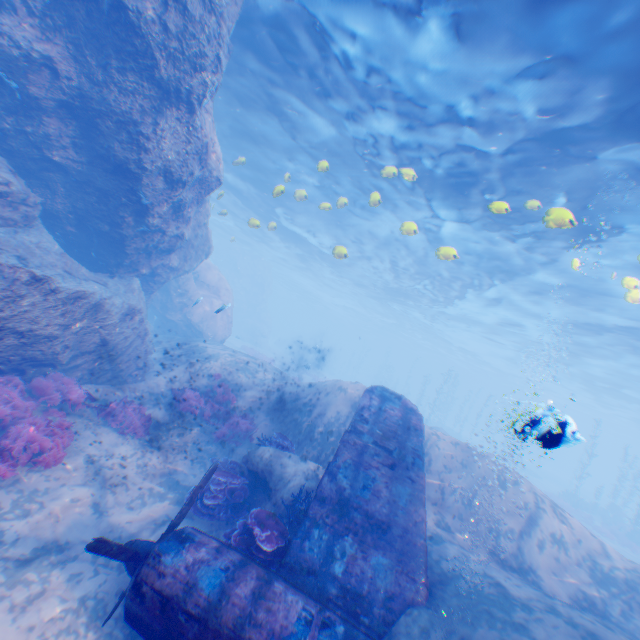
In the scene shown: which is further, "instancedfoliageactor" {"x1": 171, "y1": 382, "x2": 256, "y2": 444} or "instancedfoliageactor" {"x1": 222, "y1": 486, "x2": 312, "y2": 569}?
"instancedfoliageactor" {"x1": 171, "y1": 382, "x2": 256, "y2": 444}

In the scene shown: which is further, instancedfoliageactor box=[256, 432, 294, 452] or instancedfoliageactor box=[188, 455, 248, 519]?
instancedfoliageactor box=[256, 432, 294, 452]

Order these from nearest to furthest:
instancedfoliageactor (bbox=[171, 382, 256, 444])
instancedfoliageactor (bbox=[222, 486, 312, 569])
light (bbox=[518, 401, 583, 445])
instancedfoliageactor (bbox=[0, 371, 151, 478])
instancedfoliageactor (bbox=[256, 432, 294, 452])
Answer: light (bbox=[518, 401, 583, 445])
instancedfoliageactor (bbox=[222, 486, 312, 569])
instancedfoliageactor (bbox=[0, 371, 151, 478])
instancedfoliageactor (bbox=[256, 432, 294, 452])
instancedfoliageactor (bbox=[171, 382, 256, 444])

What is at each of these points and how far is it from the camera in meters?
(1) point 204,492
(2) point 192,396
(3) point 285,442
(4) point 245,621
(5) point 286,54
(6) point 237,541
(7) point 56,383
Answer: (1) instancedfoliageactor, 7.8 m
(2) instancedfoliageactor, 11.7 m
(3) instancedfoliageactor, 9.9 m
(4) plane, 4.2 m
(5) light, 10.7 m
(6) instancedfoliageactor, 5.9 m
(7) instancedfoliageactor, 8.4 m

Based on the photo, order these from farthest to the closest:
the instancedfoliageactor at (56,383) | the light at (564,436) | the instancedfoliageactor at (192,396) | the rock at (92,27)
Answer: the instancedfoliageactor at (192,396) → the rock at (92,27) → the instancedfoliageactor at (56,383) → the light at (564,436)

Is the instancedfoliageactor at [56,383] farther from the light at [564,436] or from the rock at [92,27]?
the light at [564,436]

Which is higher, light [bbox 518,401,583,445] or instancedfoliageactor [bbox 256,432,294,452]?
light [bbox 518,401,583,445]

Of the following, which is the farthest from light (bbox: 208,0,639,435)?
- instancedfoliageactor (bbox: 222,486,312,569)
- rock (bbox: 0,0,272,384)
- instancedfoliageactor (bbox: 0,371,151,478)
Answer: instancedfoliageactor (bbox: 0,371,151,478)
